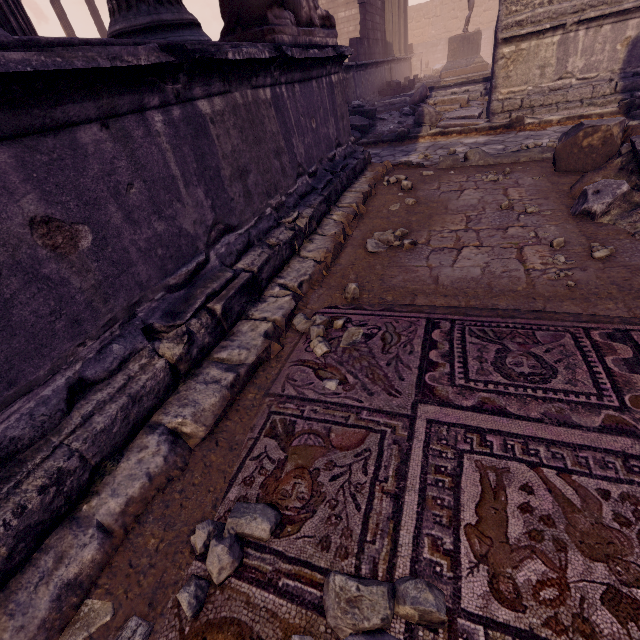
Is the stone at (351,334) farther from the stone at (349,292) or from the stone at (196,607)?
the stone at (196,607)

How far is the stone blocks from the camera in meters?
11.8

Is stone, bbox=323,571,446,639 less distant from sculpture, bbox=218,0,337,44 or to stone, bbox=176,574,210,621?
stone, bbox=176,574,210,621

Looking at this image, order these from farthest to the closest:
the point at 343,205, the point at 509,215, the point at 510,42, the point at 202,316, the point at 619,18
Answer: the point at 510,42
the point at 619,18
the point at 343,205
the point at 509,215
the point at 202,316

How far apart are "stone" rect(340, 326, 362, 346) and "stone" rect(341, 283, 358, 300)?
0.3 meters

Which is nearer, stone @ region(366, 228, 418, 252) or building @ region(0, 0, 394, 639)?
building @ region(0, 0, 394, 639)

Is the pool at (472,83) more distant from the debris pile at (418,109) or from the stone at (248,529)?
the stone at (248,529)

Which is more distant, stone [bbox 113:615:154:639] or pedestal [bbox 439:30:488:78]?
pedestal [bbox 439:30:488:78]
